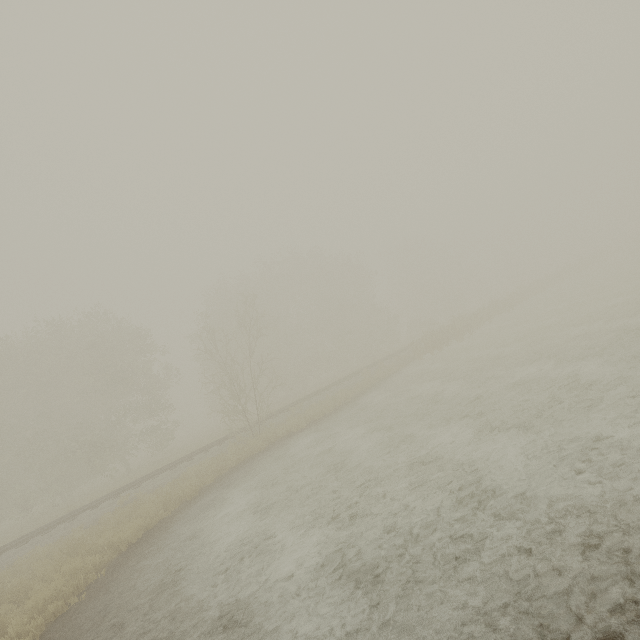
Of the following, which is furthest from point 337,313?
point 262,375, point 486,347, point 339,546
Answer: point 339,546
